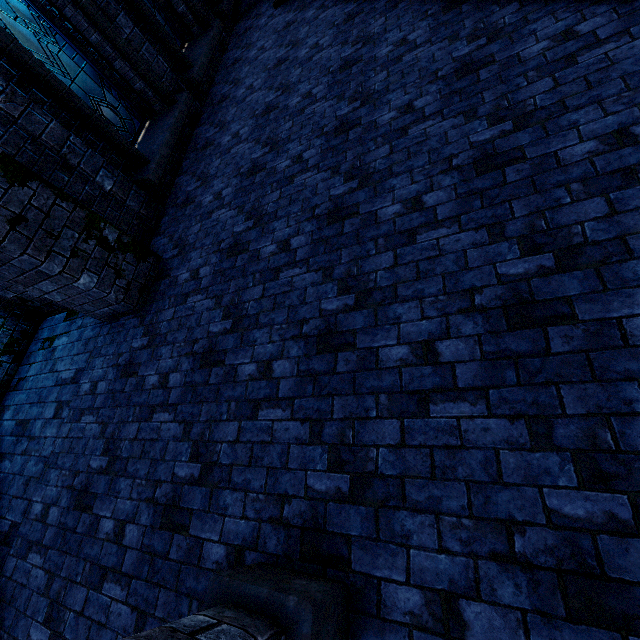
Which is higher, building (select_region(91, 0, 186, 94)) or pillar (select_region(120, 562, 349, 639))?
building (select_region(91, 0, 186, 94))

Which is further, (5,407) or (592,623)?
(5,407)

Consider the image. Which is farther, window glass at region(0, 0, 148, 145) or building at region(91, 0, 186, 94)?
building at region(91, 0, 186, 94)

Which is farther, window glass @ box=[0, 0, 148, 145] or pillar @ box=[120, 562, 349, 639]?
window glass @ box=[0, 0, 148, 145]

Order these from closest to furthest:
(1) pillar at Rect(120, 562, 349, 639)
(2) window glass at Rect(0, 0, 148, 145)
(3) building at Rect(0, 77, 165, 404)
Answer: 1. (1) pillar at Rect(120, 562, 349, 639)
2. (3) building at Rect(0, 77, 165, 404)
3. (2) window glass at Rect(0, 0, 148, 145)

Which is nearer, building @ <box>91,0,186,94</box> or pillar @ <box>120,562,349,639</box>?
pillar @ <box>120,562,349,639</box>

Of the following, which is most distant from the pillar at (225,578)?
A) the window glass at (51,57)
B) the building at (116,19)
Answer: the window glass at (51,57)
